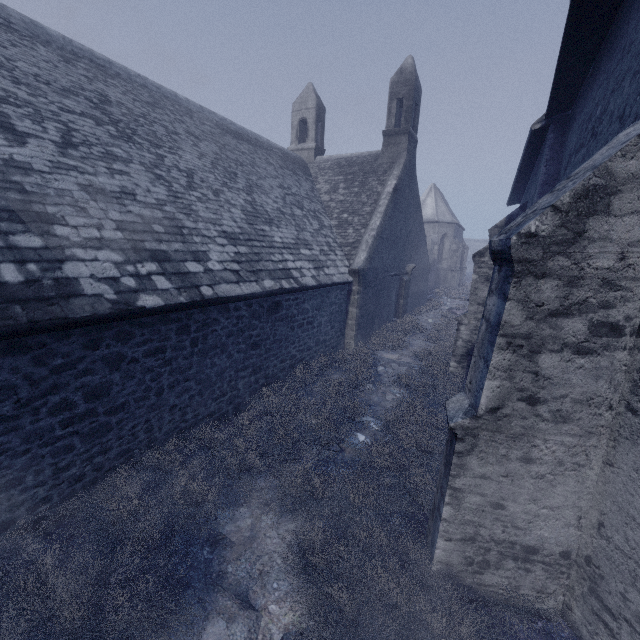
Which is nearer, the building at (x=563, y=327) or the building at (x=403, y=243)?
the building at (x=563, y=327)

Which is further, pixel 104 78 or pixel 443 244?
pixel 443 244

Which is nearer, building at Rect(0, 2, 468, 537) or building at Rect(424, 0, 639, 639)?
building at Rect(424, 0, 639, 639)
